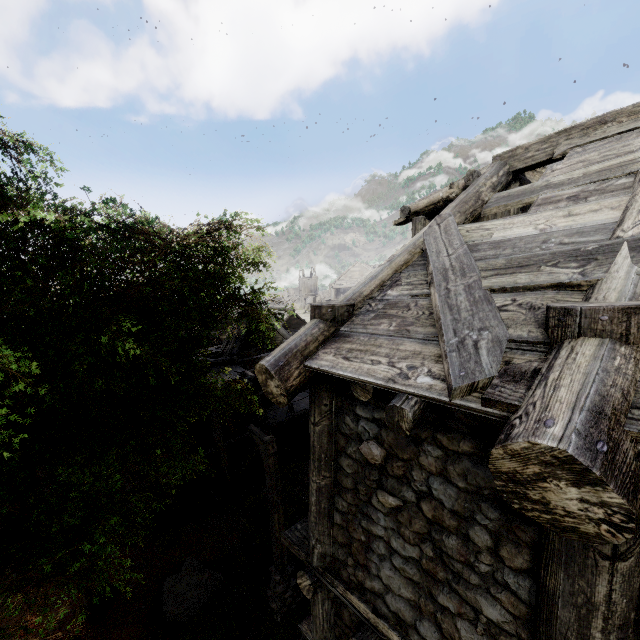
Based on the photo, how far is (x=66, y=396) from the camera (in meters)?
8.20

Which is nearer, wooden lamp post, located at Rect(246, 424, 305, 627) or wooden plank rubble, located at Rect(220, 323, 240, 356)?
wooden lamp post, located at Rect(246, 424, 305, 627)

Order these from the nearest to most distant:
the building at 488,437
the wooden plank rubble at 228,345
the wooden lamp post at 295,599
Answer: the building at 488,437 → the wooden lamp post at 295,599 → the wooden plank rubble at 228,345

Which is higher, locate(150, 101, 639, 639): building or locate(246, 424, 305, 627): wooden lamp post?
locate(150, 101, 639, 639): building

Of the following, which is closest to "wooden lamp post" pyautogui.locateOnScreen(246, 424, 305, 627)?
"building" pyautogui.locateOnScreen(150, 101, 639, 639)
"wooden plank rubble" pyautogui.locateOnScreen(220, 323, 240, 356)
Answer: "building" pyautogui.locateOnScreen(150, 101, 639, 639)

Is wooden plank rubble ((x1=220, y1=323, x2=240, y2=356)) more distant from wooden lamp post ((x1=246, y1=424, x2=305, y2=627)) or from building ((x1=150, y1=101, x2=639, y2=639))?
wooden lamp post ((x1=246, y1=424, x2=305, y2=627))

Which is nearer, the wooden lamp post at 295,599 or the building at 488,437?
the building at 488,437
